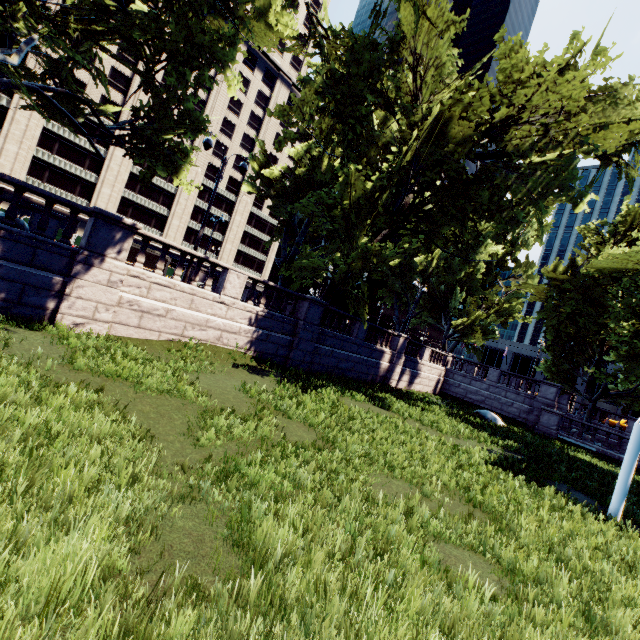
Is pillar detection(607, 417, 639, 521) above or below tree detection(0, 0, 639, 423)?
below

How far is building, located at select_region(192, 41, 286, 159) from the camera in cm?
5300

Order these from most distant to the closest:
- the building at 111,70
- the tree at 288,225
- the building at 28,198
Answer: the building at 111,70 < the building at 28,198 < the tree at 288,225

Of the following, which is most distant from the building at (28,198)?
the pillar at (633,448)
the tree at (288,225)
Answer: the pillar at (633,448)

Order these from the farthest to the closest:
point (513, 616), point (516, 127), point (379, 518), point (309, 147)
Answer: point (309, 147) < point (516, 127) < point (379, 518) < point (513, 616)

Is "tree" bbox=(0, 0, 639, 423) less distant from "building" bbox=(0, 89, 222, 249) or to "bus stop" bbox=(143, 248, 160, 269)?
"bus stop" bbox=(143, 248, 160, 269)

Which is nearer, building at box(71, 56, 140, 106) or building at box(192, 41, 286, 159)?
building at box(71, 56, 140, 106)
